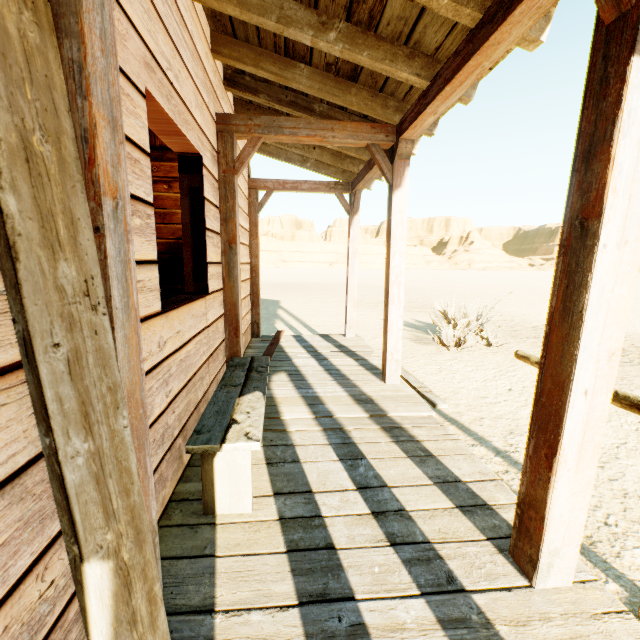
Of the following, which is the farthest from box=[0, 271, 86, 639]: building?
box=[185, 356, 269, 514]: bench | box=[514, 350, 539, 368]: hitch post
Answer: box=[514, 350, 539, 368]: hitch post

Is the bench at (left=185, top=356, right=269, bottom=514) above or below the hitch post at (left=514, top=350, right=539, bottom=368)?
below

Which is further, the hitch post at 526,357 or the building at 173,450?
the hitch post at 526,357

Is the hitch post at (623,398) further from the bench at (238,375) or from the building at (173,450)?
the bench at (238,375)

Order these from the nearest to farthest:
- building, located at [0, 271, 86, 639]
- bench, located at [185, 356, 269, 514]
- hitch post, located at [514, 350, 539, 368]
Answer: building, located at [0, 271, 86, 639] < bench, located at [185, 356, 269, 514] < hitch post, located at [514, 350, 539, 368]

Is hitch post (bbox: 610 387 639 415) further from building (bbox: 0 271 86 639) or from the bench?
the bench

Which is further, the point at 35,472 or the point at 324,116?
the point at 324,116
